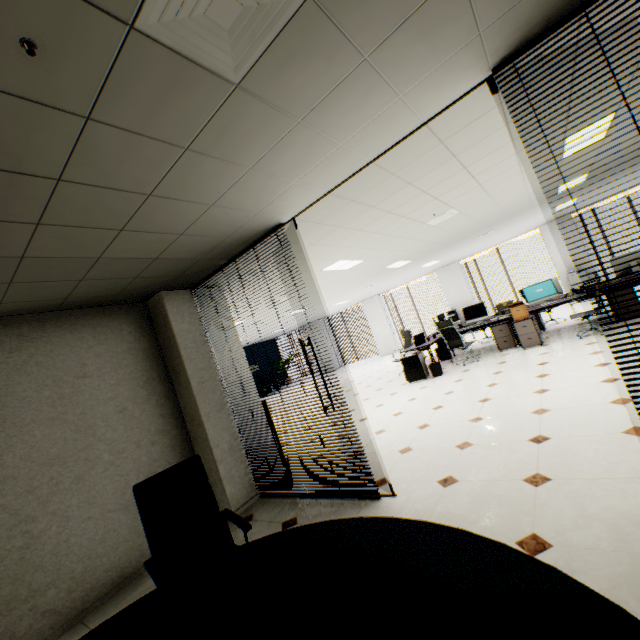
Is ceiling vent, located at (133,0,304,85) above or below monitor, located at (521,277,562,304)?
above

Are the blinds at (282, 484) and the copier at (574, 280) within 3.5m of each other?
no

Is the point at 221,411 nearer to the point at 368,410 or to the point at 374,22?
the point at 368,410

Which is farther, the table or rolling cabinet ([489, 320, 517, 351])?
rolling cabinet ([489, 320, 517, 351])

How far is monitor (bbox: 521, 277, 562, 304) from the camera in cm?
Result: 761

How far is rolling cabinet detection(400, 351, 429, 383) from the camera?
7.6 meters

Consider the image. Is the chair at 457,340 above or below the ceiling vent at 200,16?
below

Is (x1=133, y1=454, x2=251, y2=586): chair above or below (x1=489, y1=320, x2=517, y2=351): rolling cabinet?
above
